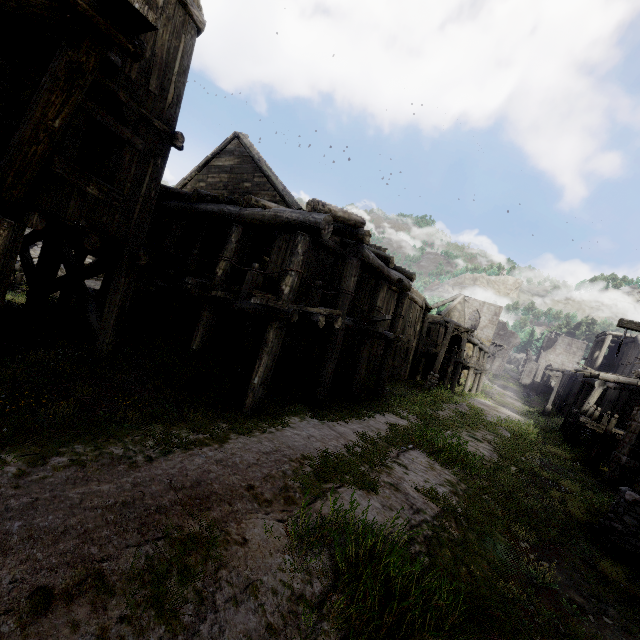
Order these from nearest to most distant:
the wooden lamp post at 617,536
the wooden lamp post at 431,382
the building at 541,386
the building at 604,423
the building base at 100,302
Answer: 1. the wooden lamp post at 617,536
2. the building base at 100,302
3. the building at 604,423
4. the wooden lamp post at 431,382
5. the building at 541,386

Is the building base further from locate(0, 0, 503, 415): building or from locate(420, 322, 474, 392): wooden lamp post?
locate(420, 322, 474, 392): wooden lamp post

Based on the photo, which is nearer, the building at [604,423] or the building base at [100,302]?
the building base at [100,302]

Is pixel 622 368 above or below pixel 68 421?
above

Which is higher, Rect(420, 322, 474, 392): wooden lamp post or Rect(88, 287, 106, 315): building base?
Rect(420, 322, 474, 392): wooden lamp post

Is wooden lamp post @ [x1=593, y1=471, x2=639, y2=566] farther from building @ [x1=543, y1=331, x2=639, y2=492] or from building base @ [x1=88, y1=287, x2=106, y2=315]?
building base @ [x1=88, y1=287, x2=106, y2=315]

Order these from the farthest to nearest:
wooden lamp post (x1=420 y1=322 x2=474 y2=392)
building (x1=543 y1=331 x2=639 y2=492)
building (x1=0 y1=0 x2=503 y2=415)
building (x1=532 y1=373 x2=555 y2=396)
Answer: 1. building (x1=532 y1=373 x2=555 y2=396)
2. wooden lamp post (x1=420 y1=322 x2=474 y2=392)
3. building (x1=543 y1=331 x2=639 y2=492)
4. building (x1=0 y1=0 x2=503 y2=415)
